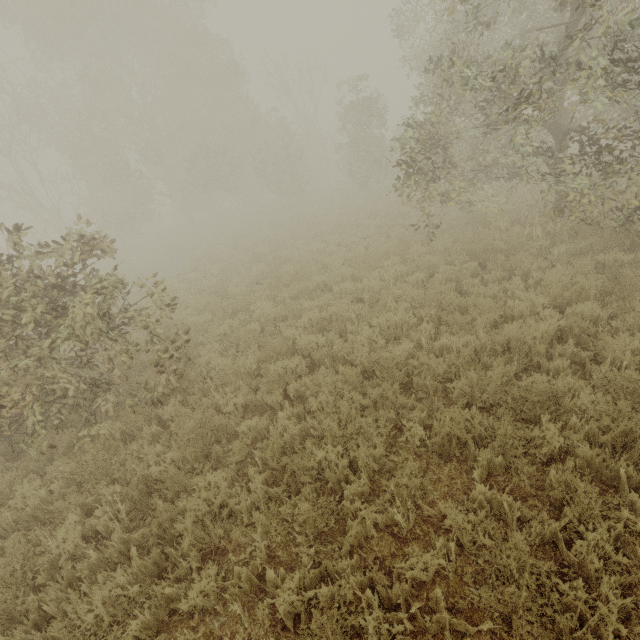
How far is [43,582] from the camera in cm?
380
